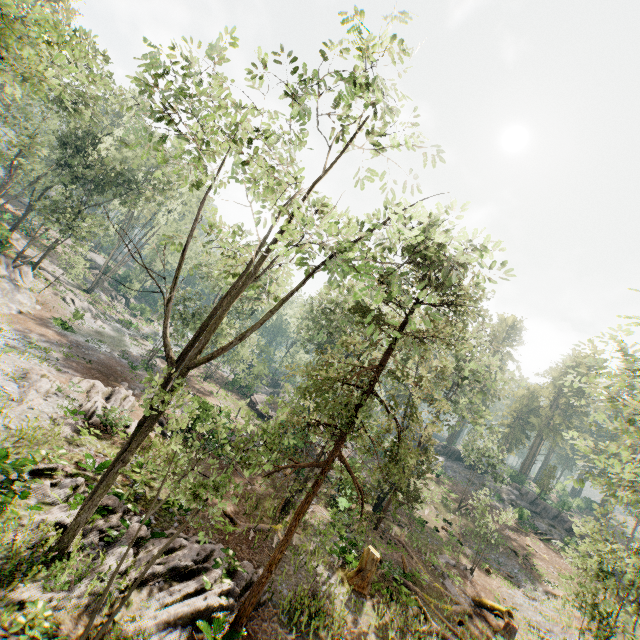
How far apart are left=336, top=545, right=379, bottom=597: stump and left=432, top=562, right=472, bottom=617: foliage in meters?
7.9

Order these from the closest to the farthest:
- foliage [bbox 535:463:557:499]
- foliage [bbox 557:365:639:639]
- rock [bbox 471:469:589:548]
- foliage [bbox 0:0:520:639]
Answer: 1. foliage [bbox 0:0:520:639]
2. foliage [bbox 557:365:639:639]
3. rock [bbox 471:469:589:548]
4. foliage [bbox 535:463:557:499]

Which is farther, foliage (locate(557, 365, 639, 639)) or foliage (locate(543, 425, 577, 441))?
foliage (locate(543, 425, 577, 441))

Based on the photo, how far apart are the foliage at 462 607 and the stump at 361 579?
7.91m

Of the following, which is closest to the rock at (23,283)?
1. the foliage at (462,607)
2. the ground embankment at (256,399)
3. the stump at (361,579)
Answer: the ground embankment at (256,399)

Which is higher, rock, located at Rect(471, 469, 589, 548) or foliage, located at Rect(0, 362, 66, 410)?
rock, located at Rect(471, 469, 589, 548)

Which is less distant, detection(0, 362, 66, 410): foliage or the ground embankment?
detection(0, 362, 66, 410): foliage

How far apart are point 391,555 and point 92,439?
19.2m
